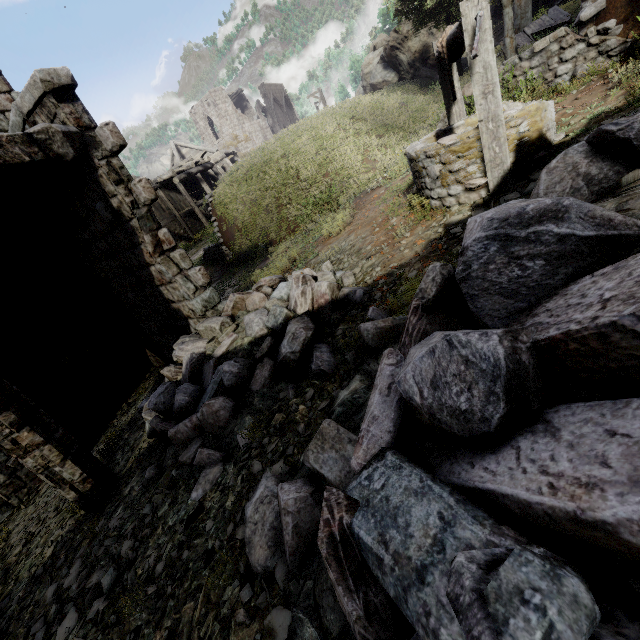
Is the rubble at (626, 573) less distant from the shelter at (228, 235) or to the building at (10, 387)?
the building at (10, 387)

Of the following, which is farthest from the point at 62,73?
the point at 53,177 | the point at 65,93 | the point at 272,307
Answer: the point at 272,307

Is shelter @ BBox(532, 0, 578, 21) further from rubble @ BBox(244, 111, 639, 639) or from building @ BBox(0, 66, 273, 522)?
building @ BBox(0, 66, 273, 522)

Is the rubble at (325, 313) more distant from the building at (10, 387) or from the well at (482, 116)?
the well at (482, 116)

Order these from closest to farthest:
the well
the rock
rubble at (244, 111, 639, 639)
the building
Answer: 1. rubble at (244, 111, 639, 639)
2. the well
3. the building
4. the rock

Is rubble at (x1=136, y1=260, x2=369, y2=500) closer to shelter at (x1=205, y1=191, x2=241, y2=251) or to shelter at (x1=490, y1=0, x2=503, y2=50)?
shelter at (x1=205, y1=191, x2=241, y2=251)

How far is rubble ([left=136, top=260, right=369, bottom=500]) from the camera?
3.9 meters

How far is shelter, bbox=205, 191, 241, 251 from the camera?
14.72m
